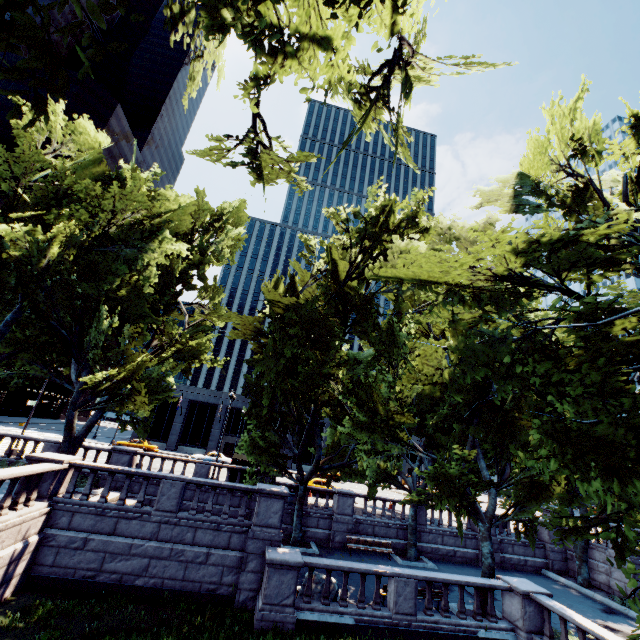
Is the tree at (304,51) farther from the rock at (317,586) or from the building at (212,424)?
the building at (212,424)

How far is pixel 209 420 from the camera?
51.8 meters

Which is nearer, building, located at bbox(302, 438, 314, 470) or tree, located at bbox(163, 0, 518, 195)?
tree, located at bbox(163, 0, 518, 195)

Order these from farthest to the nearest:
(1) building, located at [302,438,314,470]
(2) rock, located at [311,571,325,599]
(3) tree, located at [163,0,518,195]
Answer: (1) building, located at [302,438,314,470]
(2) rock, located at [311,571,325,599]
(3) tree, located at [163,0,518,195]

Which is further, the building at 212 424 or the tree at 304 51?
the building at 212 424

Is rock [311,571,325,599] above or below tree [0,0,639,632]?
below

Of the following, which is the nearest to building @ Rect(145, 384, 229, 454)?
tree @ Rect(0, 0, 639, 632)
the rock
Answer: tree @ Rect(0, 0, 639, 632)
